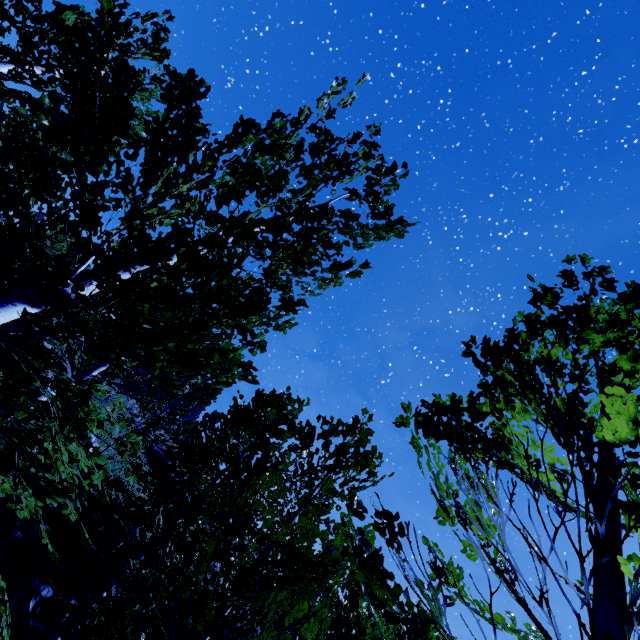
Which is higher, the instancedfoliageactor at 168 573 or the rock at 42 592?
the instancedfoliageactor at 168 573

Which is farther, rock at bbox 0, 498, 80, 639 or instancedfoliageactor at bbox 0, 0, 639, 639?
rock at bbox 0, 498, 80, 639

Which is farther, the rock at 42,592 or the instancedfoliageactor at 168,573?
the rock at 42,592

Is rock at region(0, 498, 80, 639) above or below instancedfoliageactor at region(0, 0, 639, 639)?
below

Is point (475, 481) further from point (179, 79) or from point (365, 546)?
point (179, 79)
